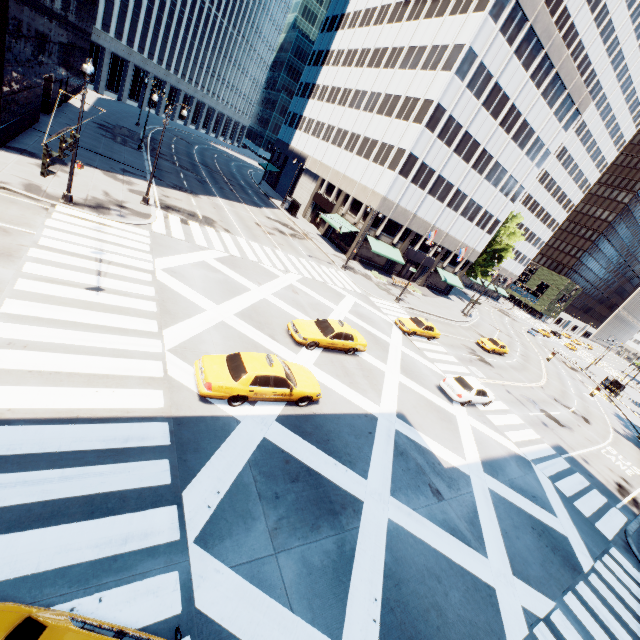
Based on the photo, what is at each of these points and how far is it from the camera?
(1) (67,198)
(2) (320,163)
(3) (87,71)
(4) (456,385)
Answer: (1) light, 18.3 meters
(2) building, 52.3 meters
(3) light, 15.2 meters
(4) vehicle, 21.0 meters

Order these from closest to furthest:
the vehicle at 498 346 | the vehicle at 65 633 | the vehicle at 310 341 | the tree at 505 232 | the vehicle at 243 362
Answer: the vehicle at 65 633
the vehicle at 243 362
the vehicle at 310 341
the vehicle at 498 346
the tree at 505 232

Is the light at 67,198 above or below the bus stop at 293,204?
below

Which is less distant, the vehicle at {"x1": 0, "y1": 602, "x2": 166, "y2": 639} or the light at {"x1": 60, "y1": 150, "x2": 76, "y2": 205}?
the vehicle at {"x1": 0, "y1": 602, "x2": 166, "y2": 639}

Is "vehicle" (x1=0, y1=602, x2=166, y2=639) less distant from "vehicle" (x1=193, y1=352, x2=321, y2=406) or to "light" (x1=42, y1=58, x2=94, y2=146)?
"vehicle" (x1=193, y1=352, x2=321, y2=406)

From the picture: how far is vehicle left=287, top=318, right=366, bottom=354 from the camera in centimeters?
1742cm

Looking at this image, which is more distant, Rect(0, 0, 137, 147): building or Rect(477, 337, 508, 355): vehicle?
Rect(477, 337, 508, 355): vehicle

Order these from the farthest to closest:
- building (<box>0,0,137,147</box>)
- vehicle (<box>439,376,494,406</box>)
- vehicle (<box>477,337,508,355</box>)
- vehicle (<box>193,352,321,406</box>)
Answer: vehicle (<box>477,337,508,355</box>) → vehicle (<box>439,376,494,406</box>) → building (<box>0,0,137,147</box>) → vehicle (<box>193,352,321,406</box>)
